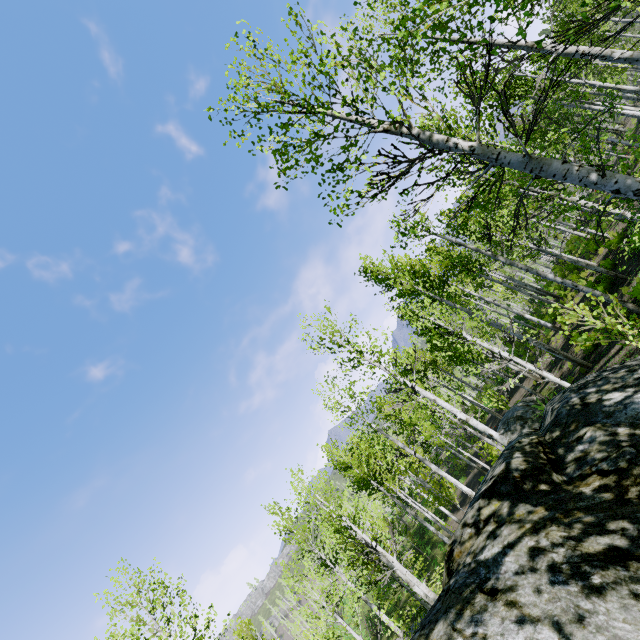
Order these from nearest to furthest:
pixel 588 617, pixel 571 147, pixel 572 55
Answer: pixel 588 617 < pixel 572 55 < pixel 571 147
